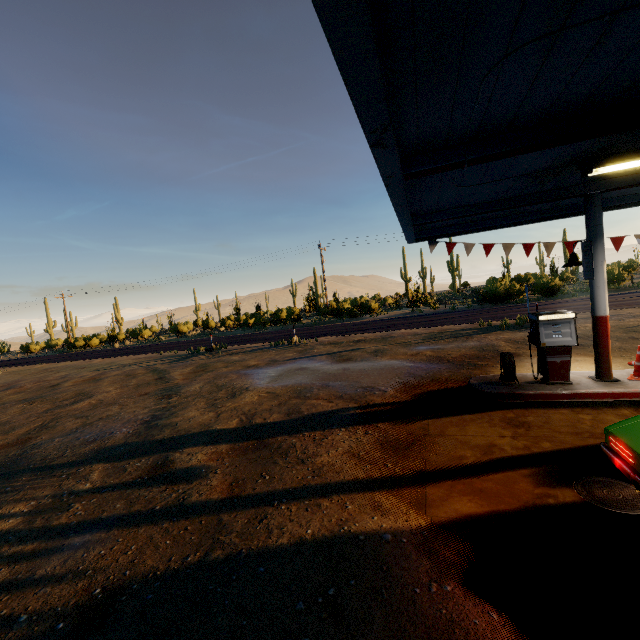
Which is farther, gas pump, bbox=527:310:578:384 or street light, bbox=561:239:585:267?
street light, bbox=561:239:585:267

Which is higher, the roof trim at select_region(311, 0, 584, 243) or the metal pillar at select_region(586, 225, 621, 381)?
the roof trim at select_region(311, 0, 584, 243)

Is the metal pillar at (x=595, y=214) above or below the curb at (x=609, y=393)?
above

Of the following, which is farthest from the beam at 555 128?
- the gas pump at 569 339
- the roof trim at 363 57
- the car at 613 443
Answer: the gas pump at 569 339

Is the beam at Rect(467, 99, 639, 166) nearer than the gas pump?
Yes

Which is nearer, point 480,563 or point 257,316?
point 480,563

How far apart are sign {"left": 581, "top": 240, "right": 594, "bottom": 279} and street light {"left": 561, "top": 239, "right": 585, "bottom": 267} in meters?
0.2 m

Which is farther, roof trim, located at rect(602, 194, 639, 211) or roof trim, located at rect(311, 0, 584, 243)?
roof trim, located at rect(602, 194, 639, 211)
